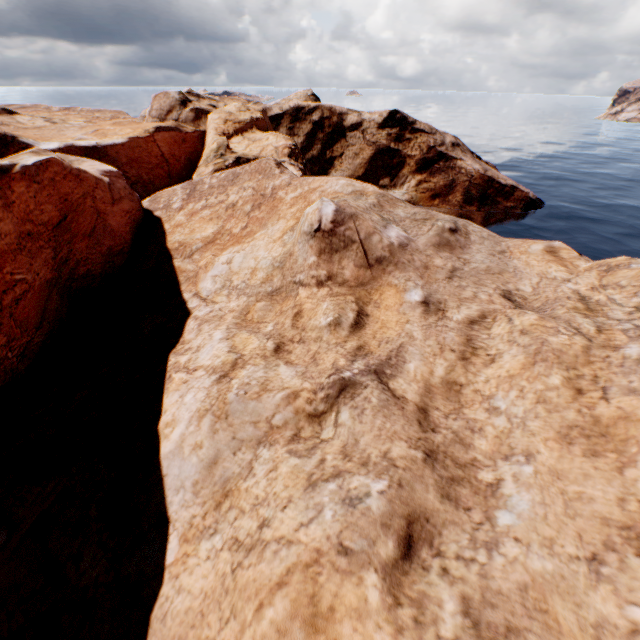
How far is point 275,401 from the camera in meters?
9.7 m
